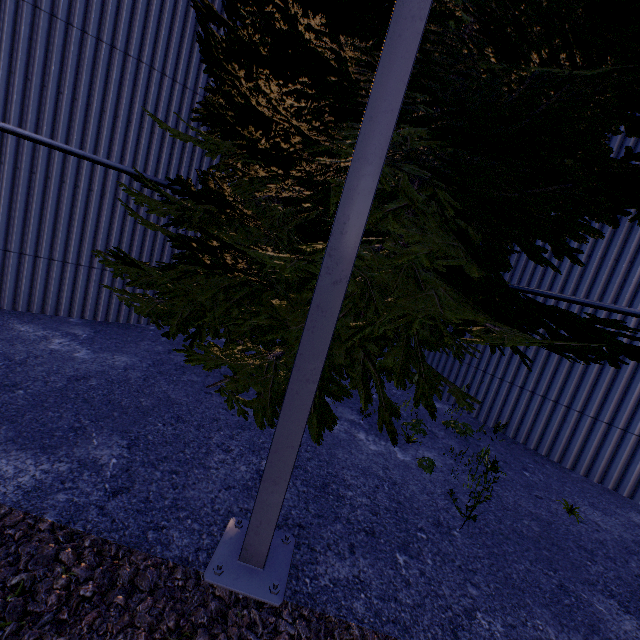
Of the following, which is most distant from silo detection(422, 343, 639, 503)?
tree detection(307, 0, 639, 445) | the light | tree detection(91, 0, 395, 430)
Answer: tree detection(91, 0, 395, 430)

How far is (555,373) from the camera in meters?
5.8 m

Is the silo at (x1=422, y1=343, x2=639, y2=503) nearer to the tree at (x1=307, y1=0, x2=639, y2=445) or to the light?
the tree at (x1=307, y1=0, x2=639, y2=445)

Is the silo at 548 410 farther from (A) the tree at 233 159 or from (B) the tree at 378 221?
(A) the tree at 233 159

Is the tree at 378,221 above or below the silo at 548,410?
above

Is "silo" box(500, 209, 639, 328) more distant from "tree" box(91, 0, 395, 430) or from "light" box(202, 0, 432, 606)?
"tree" box(91, 0, 395, 430)

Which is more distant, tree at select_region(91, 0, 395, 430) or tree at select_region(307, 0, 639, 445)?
tree at select_region(91, 0, 395, 430)

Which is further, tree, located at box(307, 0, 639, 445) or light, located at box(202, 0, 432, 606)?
tree, located at box(307, 0, 639, 445)
